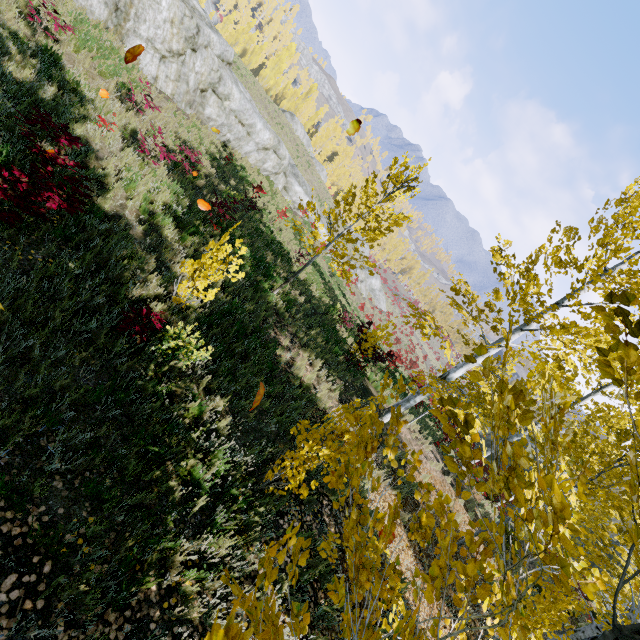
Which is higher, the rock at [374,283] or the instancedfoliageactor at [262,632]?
the instancedfoliageactor at [262,632]

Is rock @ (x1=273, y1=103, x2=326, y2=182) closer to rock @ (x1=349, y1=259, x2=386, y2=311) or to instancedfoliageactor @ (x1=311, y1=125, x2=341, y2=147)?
instancedfoliageactor @ (x1=311, y1=125, x2=341, y2=147)

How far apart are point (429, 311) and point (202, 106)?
15.9m

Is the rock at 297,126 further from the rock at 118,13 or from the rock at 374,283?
the rock at 118,13

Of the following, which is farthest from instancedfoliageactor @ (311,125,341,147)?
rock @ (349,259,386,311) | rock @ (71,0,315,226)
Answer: rock @ (349,259,386,311)

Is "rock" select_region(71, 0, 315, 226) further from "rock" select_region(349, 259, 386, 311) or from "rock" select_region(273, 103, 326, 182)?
"rock" select_region(273, 103, 326, 182)

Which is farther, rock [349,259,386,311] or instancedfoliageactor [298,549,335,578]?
rock [349,259,386,311]
